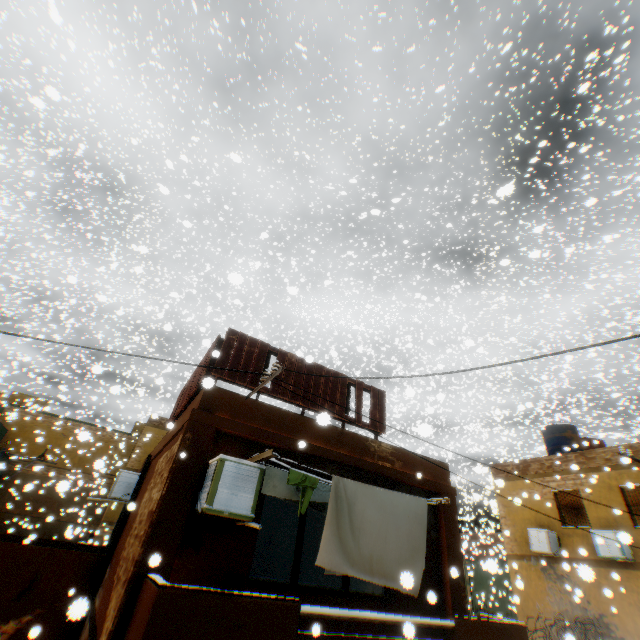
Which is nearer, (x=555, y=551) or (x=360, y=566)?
(x=360, y=566)

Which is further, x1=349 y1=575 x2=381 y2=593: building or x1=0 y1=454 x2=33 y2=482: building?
x1=0 y1=454 x2=33 y2=482: building

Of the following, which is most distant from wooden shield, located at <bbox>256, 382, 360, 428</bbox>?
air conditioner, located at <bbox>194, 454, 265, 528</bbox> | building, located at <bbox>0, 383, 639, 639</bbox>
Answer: air conditioner, located at <bbox>194, 454, 265, 528</bbox>

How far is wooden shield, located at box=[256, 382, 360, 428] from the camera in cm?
699

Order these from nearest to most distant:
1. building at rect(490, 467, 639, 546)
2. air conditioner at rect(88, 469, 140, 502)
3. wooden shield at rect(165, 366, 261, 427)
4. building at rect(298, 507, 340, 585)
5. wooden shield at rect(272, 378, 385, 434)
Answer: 1. wooden shield at rect(165, 366, 261, 427)
2. wooden shield at rect(272, 378, 385, 434)
3. air conditioner at rect(88, 469, 140, 502)
4. building at rect(298, 507, 340, 585)
5. building at rect(490, 467, 639, 546)

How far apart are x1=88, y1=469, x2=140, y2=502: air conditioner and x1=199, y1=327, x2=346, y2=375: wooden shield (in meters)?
0.61

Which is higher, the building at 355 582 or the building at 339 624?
the building at 355 582

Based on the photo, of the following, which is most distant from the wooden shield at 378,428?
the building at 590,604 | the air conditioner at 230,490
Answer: the air conditioner at 230,490
